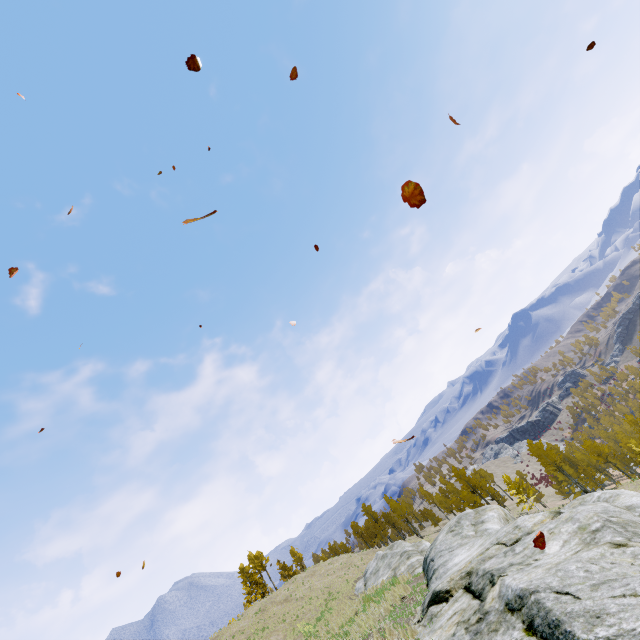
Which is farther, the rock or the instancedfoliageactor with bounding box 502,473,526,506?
the instancedfoliageactor with bounding box 502,473,526,506

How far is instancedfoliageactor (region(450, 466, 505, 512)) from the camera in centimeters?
4866cm

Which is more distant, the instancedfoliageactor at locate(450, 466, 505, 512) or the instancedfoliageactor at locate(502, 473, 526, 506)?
the instancedfoliageactor at locate(450, 466, 505, 512)

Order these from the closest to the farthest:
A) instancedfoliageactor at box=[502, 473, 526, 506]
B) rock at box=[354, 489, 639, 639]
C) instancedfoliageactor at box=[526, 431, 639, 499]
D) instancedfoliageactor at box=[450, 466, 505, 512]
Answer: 1. rock at box=[354, 489, 639, 639]
2. instancedfoliageactor at box=[502, 473, 526, 506]
3. instancedfoliageactor at box=[526, 431, 639, 499]
4. instancedfoliageactor at box=[450, 466, 505, 512]

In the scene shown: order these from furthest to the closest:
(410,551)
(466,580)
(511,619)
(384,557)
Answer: (384,557) → (410,551) → (466,580) → (511,619)

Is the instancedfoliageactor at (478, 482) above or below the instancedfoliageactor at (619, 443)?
above

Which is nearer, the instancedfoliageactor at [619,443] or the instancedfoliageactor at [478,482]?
the instancedfoliageactor at [619,443]
